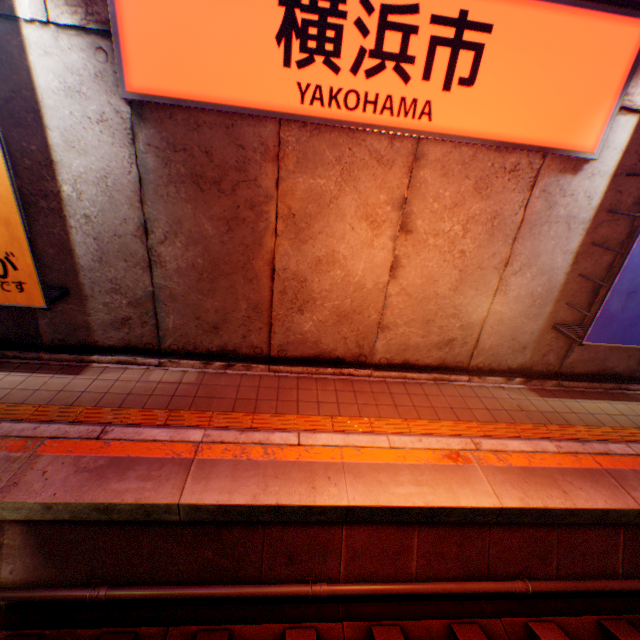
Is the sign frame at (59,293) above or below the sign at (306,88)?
below

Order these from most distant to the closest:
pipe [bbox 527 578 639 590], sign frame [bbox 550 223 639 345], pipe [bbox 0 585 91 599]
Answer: sign frame [bbox 550 223 639 345] < pipe [bbox 527 578 639 590] < pipe [bbox 0 585 91 599]

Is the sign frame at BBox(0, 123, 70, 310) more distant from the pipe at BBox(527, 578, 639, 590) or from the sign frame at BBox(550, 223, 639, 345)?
the sign frame at BBox(550, 223, 639, 345)

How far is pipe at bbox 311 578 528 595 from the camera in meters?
3.9 m

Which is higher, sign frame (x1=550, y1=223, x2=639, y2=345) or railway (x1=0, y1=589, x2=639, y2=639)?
sign frame (x1=550, y1=223, x2=639, y2=345)

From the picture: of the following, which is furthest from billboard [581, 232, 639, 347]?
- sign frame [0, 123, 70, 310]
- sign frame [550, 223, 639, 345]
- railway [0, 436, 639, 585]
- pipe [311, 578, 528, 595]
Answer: sign frame [0, 123, 70, 310]

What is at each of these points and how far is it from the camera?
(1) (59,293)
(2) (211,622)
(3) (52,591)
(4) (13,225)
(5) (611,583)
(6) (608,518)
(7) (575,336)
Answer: (1) sign frame, 5.1 meters
(2) railway, 3.9 meters
(3) pipe, 3.6 meters
(4) billboard, 4.2 meters
(5) pipe, 4.3 meters
(6) railway, 4.4 meters
(7) sign frame, 5.7 meters

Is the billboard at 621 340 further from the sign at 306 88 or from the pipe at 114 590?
the pipe at 114 590
